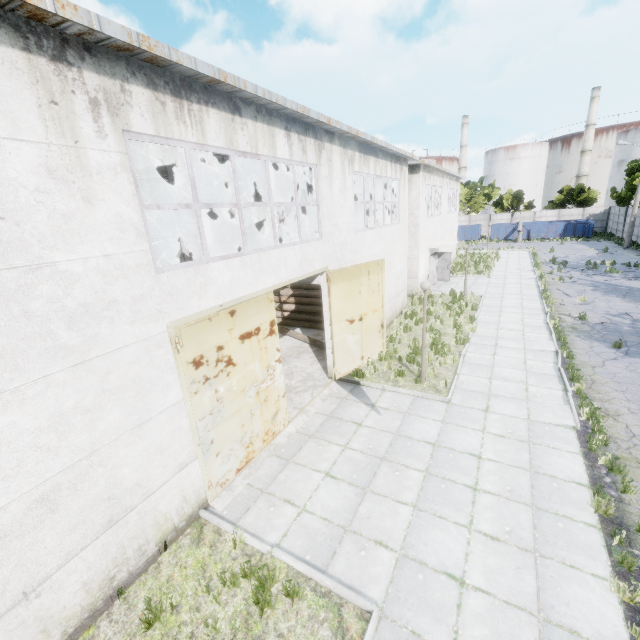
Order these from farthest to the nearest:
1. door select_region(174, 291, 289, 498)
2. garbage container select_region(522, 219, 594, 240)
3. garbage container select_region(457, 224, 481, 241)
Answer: garbage container select_region(457, 224, 481, 241), garbage container select_region(522, 219, 594, 240), door select_region(174, 291, 289, 498)

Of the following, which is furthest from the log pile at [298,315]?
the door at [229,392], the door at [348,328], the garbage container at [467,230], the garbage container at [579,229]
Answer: the garbage container at [579,229]

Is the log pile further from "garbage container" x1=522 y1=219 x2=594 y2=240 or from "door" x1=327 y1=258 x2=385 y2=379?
"garbage container" x1=522 y1=219 x2=594 y2=240

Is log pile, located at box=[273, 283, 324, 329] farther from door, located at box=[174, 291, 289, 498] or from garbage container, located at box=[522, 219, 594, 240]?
garbage container, located at box=[522, 219, 594, 240]

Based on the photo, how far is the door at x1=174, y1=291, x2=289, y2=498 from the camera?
6.1 meters

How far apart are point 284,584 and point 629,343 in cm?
1495

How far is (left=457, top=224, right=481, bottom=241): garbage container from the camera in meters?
48.1 m

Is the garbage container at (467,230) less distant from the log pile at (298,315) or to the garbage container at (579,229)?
the garbage container at (579,229)
